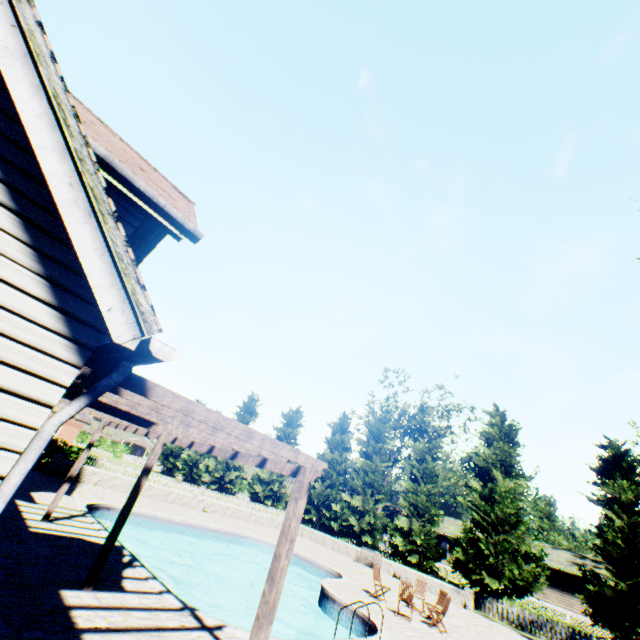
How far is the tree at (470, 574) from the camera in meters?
20.4

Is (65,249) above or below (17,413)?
above

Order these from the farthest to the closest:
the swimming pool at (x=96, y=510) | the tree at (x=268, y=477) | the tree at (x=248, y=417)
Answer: the tree at (x=248, y=417), the tree at (x=268, y=477), the swimming pool at (x=96, y=510)

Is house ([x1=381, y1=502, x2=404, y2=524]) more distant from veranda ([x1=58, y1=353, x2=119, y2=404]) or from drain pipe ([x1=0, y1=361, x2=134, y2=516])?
drain pipe ([x1=0, y1=361, x2=134, y2=516])

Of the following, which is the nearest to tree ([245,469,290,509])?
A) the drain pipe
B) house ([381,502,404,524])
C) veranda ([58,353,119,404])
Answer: house ([381,502,404,524])

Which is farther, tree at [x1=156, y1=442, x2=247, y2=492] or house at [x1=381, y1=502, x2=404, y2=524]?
house at [x1=381, y1=502, x2=404, y2=524]

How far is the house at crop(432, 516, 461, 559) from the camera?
40.6m

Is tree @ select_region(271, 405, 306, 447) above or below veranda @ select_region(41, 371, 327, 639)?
above
